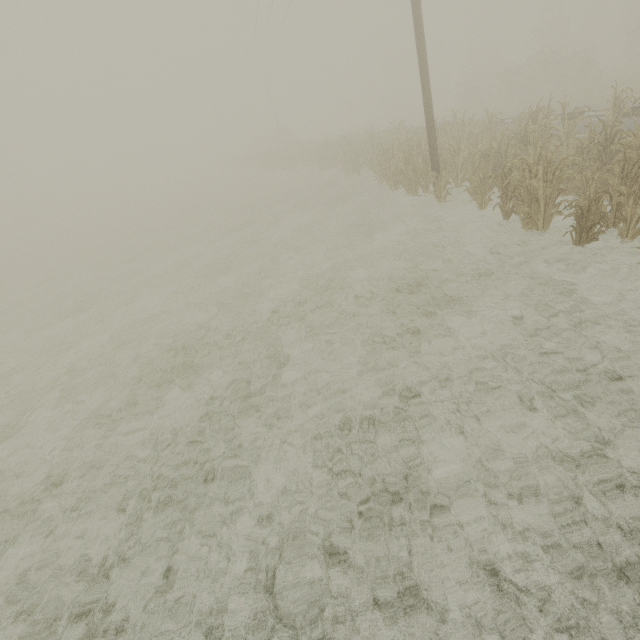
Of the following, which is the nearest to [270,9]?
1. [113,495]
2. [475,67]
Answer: [113,495]
